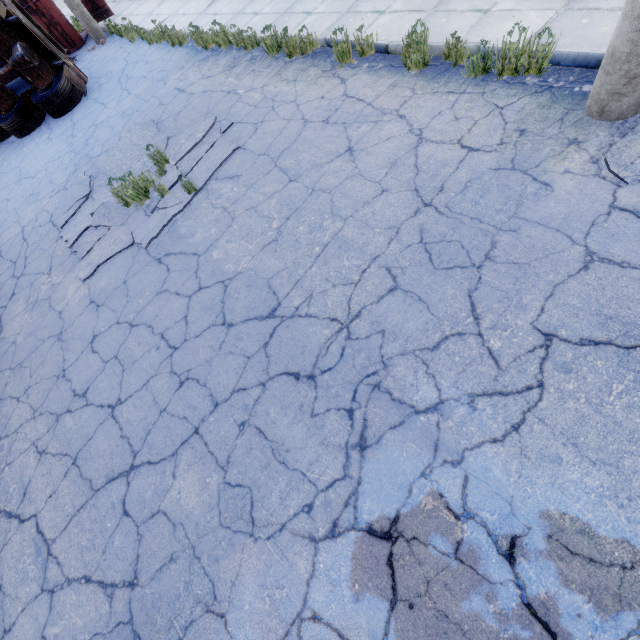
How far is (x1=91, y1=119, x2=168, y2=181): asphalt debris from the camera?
6.55m

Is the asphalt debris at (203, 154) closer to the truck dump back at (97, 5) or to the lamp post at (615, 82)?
the lamp post at (615, 82)

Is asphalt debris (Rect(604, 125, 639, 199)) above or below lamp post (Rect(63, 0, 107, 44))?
below

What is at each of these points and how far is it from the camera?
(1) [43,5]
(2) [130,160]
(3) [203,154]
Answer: (1) truck dump body, 11.88m
(2) asphalt debris, 6.67m
(3) asphalt debris, 5.70m

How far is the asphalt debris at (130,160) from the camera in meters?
6.6

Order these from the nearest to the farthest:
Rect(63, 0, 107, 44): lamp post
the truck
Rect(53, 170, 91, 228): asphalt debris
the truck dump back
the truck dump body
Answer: Rect(53, 170, 91, 228): asphalt debris, the truck, Rect(63, 0, 107, 44): lamp post, the truck dump body, the truck dump back

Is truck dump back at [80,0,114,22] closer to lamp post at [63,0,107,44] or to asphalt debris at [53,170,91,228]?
lamp post at [63,0,107,44]
